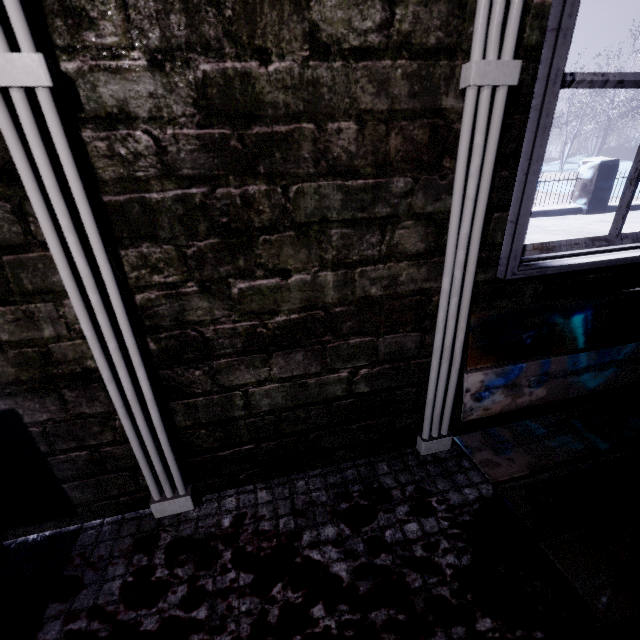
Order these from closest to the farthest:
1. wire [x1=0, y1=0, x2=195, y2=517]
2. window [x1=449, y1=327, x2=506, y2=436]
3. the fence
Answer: wire [x1=0, y1=0, x2=195, y2=517]
window [x1=449, y1=327, x2=506, y2=436]
the fence

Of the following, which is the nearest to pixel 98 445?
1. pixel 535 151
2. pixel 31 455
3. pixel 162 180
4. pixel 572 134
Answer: pixel 31 455

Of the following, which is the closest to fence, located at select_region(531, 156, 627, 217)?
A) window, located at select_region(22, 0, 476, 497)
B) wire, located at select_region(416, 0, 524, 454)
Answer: window, located at select_region(22, 0, 476, 497)

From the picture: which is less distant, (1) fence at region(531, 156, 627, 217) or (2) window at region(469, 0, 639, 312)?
(2) window at region(469, 0, 639, 312)

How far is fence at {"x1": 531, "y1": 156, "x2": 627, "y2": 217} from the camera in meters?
5.6 m

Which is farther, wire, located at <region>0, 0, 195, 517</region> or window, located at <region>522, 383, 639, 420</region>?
window, located at <region>522, 383, 639, 420</region>

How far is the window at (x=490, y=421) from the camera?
1.0m

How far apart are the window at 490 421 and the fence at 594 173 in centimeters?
400cm
